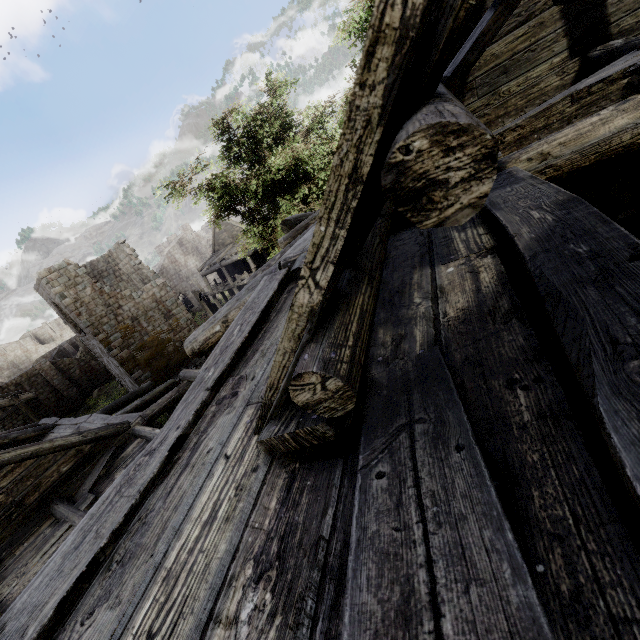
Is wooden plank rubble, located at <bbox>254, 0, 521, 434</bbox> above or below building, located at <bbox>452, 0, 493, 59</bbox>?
below

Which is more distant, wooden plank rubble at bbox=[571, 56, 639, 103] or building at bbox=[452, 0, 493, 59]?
building at bbox=[452, 0, 493, 59]

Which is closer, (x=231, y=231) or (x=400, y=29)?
(x=400, y=29)

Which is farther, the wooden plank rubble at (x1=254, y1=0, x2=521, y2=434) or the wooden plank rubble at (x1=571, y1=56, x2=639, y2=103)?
the wooden plank rubble at (x1=571, y1=56, x2=639, y2=103)

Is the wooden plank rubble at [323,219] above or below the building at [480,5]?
below

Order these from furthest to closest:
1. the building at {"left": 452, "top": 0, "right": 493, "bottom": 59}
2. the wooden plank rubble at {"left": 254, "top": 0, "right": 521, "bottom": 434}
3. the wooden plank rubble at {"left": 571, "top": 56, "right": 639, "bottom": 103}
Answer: the building at {"left": 452, "top": 0, "right": 493, "bottom": 59}
the wooden plank rubble at {"left": 571, "top": 56, "right": 639, "bottom": 103}
the wooden plank rubble at {"left": 254, "top": 0, "right": 521, "bottom": 434}
